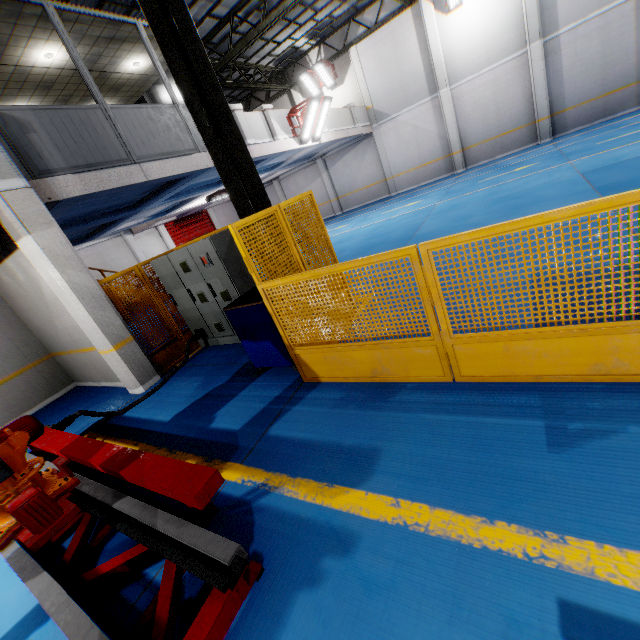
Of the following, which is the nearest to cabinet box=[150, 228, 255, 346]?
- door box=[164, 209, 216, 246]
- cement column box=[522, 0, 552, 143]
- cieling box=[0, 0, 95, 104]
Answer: cieling box=[0, 0, 95, 104]

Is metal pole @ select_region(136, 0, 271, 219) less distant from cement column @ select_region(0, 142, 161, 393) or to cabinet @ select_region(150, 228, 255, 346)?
cabinet @ select_region(150, 228, 255, 346)

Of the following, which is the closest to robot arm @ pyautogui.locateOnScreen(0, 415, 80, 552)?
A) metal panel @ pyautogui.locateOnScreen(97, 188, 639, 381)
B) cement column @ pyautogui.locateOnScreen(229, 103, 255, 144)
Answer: metal panel @ pyautogui.locateOnScreen(97, 188, 639, 381)

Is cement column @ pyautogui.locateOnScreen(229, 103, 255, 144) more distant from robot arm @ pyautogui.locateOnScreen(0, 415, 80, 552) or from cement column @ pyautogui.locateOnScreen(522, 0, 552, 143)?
cement column @ pyautogui.locateOnScreen(522, 0, 552, 143)

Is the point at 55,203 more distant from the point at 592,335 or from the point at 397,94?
the point at 397,94

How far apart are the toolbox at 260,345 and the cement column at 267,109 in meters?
8.5

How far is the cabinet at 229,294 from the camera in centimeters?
589cm

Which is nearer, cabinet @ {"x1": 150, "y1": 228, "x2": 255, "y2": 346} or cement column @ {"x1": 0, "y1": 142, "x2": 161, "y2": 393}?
cement column @ {"x1": 0, "y1": 142, "x2": 161, "y2": 393}
